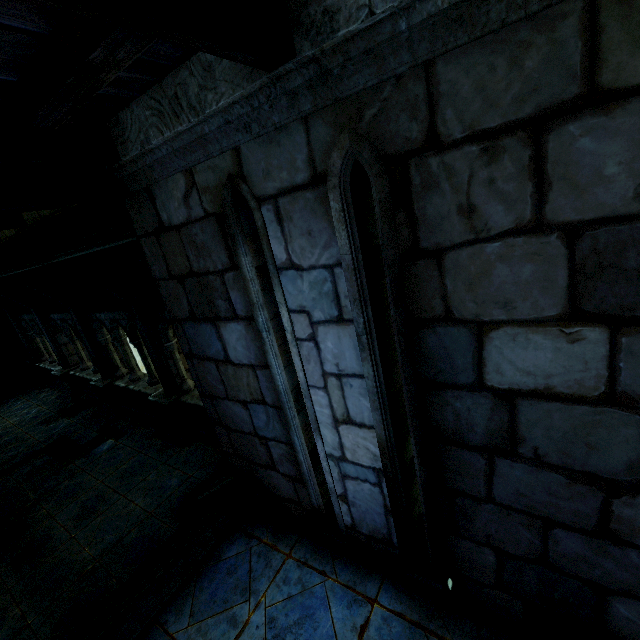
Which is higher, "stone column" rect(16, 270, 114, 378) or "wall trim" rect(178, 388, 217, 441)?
"stone column" rect(16, 270, 114, 378)

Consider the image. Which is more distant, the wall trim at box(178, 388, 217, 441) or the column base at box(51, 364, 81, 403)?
the column base at box(51, 364, 81, 403)

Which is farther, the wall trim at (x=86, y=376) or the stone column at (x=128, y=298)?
the wall trim at (x=86, y=376)

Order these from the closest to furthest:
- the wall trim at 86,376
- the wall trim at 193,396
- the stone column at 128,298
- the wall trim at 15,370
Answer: the stone column at 128,298 → the wall trim at 193,396 → the wall trim at 86,376 → the wall trim at 15,370

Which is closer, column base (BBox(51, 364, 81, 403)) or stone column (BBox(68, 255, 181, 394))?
stone column (BBox(68, 255, 181, 394))

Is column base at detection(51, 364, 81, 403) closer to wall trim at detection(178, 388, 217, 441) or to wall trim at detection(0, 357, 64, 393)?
wall trim at detection(0, 357, 64, 393)

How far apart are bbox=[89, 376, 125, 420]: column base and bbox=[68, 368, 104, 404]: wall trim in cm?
10

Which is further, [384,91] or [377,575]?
[377,575]
